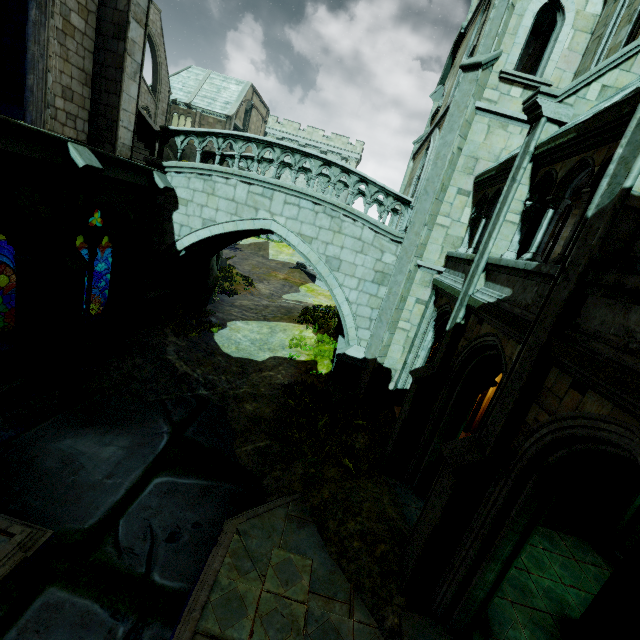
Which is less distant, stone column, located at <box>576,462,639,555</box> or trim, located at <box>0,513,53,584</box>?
trim, located at <box>0,513,53,584</box>

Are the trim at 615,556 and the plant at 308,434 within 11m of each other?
yes

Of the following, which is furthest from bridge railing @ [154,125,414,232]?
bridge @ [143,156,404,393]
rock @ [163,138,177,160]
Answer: rock @ [163,138,177,160]

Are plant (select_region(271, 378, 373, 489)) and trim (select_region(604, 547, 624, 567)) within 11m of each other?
yes

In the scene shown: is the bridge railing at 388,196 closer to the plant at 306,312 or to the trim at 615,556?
the plant at 306,312

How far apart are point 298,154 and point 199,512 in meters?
10.5

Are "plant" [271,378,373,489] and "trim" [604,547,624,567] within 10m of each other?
yes

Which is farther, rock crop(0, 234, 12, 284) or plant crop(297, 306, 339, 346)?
plant crop(297, 306, 339, 346)
